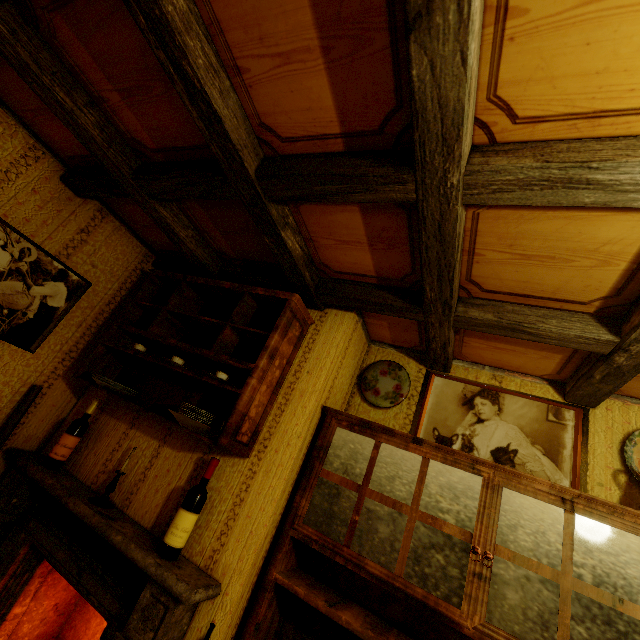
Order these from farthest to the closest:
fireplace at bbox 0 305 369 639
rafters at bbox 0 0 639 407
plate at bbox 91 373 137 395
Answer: plate at bbox 91 373 137 395 < fireplace at bbox 0 305 369 639 < rafters at bbox 0 0 639 407

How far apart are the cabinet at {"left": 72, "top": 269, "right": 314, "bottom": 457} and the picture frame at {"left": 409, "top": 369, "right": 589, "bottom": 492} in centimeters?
98cm

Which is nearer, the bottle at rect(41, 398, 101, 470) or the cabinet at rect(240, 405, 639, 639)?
the cabinet at rect(240, 405, 639, 639)

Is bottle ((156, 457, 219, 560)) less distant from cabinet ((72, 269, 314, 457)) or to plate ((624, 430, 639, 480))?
cabinet ((72, 269, 314, 457))

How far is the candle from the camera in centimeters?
180cm

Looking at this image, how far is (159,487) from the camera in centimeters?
188cm

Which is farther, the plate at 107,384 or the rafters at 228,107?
the plate at 107,384

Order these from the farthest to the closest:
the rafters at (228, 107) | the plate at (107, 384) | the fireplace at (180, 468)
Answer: the plate at (107, 384) < the fireplace at (180, 468) < the rafters at (228, 107)
